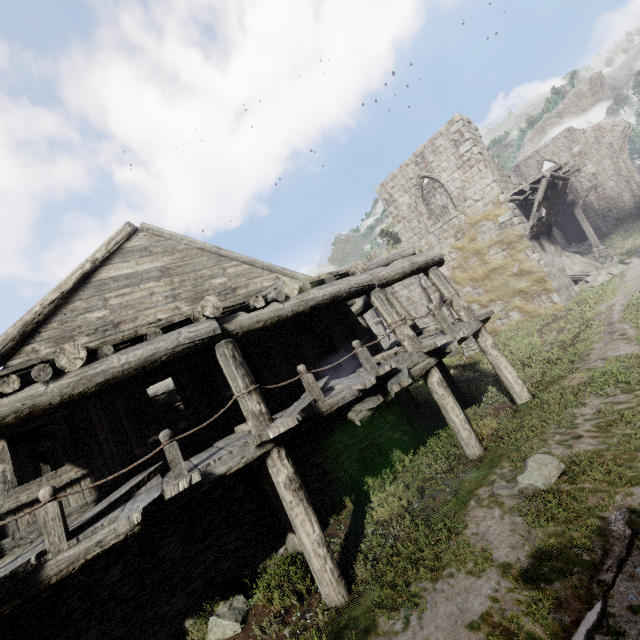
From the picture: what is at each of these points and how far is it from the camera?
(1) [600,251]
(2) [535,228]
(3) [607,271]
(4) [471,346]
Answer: (1) wooden lamp post, 19.30m
(2) wooden plank rubble, 16.14m
(3) rubble, 17.03m
(4) wooden lamp post, 17.16m

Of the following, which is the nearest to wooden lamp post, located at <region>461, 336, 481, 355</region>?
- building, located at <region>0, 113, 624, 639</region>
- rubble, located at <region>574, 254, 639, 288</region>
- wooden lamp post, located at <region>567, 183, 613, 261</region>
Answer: building, located at <region>0, 113, 624, 639</region>

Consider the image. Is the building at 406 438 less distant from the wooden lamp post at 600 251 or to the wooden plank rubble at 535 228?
the wooden plank rubble at 535 228

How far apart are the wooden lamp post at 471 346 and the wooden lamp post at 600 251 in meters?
9.5

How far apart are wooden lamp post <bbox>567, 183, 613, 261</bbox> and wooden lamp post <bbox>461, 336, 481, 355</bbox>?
9.5 meters

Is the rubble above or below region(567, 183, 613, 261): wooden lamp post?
below

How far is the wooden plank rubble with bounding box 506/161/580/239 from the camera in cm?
1534

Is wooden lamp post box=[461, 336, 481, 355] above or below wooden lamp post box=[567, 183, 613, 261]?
Result: below
